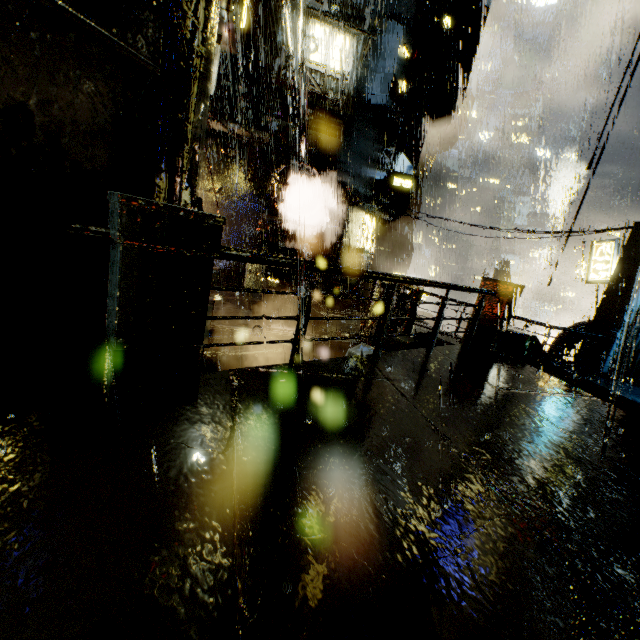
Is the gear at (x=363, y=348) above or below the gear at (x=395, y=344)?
below

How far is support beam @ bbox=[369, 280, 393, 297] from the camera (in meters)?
9.28

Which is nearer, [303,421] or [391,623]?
[391,623]

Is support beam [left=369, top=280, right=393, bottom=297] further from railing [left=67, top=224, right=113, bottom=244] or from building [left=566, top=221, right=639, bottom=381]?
railing [left=67, top=224, right=113, bottom=244]

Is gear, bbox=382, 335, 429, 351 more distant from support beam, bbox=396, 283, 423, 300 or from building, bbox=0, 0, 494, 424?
support beam, bbox=396, 283, 423, 300

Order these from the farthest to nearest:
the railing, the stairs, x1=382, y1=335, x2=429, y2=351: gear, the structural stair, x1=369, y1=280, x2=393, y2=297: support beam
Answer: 1. x1=369, y1=280, x2=393, y2=297: support beam
2. x1=382, y1=335, x2=429, y2=351: gear
3. the stairs
4. the railing
5. the structural stair

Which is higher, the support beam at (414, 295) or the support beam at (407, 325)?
the support beam at (414, 295)
